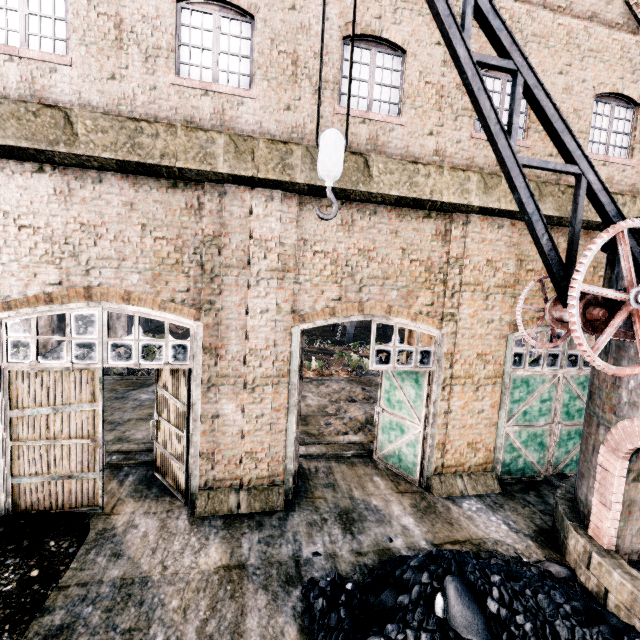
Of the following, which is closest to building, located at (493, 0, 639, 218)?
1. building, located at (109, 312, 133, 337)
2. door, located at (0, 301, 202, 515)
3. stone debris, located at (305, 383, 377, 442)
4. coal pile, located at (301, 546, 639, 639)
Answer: door, located at (0, 301, 202, 515)

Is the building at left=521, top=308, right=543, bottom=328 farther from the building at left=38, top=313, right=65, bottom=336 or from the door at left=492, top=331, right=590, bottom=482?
the building at left=38, top=313, right=65, bottom=336

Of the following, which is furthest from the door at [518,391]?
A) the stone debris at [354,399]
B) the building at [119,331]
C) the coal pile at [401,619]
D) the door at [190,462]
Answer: the building at [119,331]

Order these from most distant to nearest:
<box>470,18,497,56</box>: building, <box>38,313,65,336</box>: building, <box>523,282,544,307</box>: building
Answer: <box>38,313,65,336</box>: building → <box>523,282,544,307</box>: building → <box>470,18,497,56</box>: building

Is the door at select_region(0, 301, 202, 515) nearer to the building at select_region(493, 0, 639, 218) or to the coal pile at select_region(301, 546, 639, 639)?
the building at select_region(493, 0, 639, 218)

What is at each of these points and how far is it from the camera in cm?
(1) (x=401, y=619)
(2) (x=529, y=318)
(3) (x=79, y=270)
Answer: (1) coal pile, 498
(2) building, 986
(3) building, 730

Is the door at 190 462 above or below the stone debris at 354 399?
above

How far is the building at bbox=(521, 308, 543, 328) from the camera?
9.8 meters
